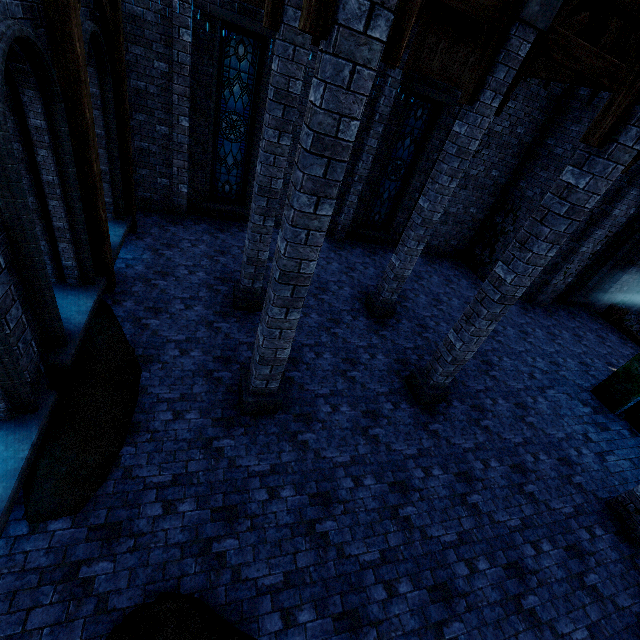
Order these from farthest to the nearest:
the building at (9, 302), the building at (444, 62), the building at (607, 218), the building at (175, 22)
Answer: the building at (607, 218) < the building at (175, 22) < the building at (444, 62) < the building at (9, 302)

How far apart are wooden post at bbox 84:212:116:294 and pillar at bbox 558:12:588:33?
9.4 meters

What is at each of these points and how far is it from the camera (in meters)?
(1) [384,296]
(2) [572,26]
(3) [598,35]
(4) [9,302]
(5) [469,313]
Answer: (1) pillar, 9.23
(2) pillar, 5.96
(3) building, 9.77
(4) building, 4.01
(5) pillar, 6.24

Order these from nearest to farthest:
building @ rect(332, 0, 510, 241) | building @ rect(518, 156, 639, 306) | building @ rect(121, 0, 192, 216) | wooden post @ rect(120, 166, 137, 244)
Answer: building @ rect(332, 0, 510, 241) < building @ rect(121, 0, 192, 216) < wooden post @ rect(120, 166, 137, 244) < building @ rect(518, 156, 639, 306)

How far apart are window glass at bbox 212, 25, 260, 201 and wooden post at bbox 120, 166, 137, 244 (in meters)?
2.10

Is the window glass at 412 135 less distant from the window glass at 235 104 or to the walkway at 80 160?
the window glass at 235 104

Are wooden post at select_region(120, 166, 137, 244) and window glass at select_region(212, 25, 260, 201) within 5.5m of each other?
yes

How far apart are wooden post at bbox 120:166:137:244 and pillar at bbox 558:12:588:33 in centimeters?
903cm
